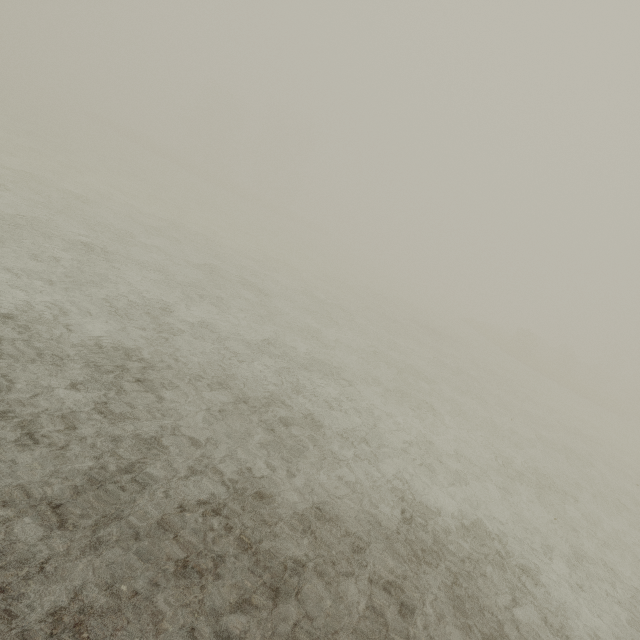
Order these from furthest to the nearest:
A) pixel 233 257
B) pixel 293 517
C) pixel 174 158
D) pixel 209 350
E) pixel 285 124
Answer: pixel 285 124 → pixel 174 158 → pixel 233 257 → pixel 209 350 → pixel 293 517
